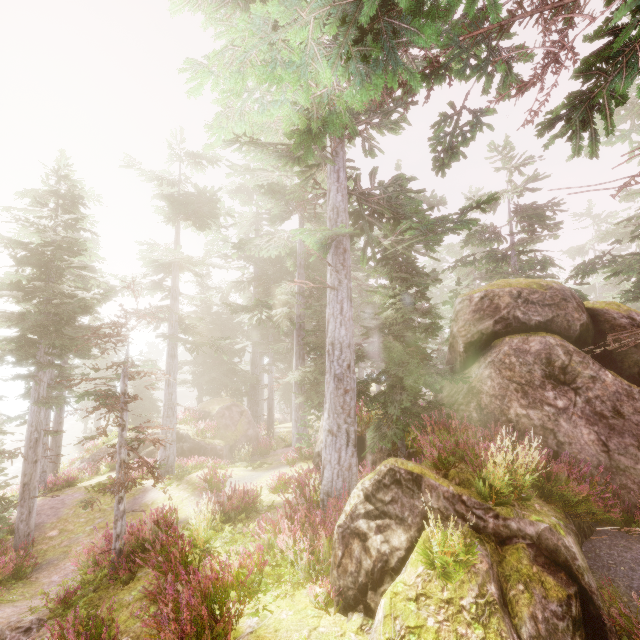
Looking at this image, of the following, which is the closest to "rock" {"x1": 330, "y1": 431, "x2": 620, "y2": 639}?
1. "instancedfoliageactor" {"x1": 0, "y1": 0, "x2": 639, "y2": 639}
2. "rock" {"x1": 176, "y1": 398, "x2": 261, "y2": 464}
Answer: "instancedfoliageactor" {"x1": 0, "y1": 0, "x2": 639, "y2": 639}

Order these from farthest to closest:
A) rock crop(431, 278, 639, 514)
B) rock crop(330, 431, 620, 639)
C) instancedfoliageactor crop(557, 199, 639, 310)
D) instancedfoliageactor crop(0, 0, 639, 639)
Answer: instancedfoliageactor crop(557, 199, 639, 310)
rock crop(431, 278, 639, 514)
instancedfoliageactor crop(0, 0, 639, 639)
rock crop(330, 431, 620, 639)

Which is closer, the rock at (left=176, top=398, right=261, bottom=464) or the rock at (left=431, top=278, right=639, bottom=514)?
the rock at (left=431, top=278, right=639, bottom=514)

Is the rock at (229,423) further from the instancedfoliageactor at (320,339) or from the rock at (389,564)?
the rock at (389,564)

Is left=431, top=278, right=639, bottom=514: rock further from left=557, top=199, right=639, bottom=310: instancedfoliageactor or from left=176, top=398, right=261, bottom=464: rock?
left=176, top=398, right=261, bottom=464: rock

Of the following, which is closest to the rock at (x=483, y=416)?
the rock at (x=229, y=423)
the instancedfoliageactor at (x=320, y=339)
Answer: the instancedfoliageactor at (x=320, y=339)

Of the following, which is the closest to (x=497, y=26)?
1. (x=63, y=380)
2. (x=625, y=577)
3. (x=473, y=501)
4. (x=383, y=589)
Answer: (x=473, y=501)

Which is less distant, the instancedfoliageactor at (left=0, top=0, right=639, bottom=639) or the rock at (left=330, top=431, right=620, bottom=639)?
the rock at (left=330, top=431, right=620, bottom=639)
